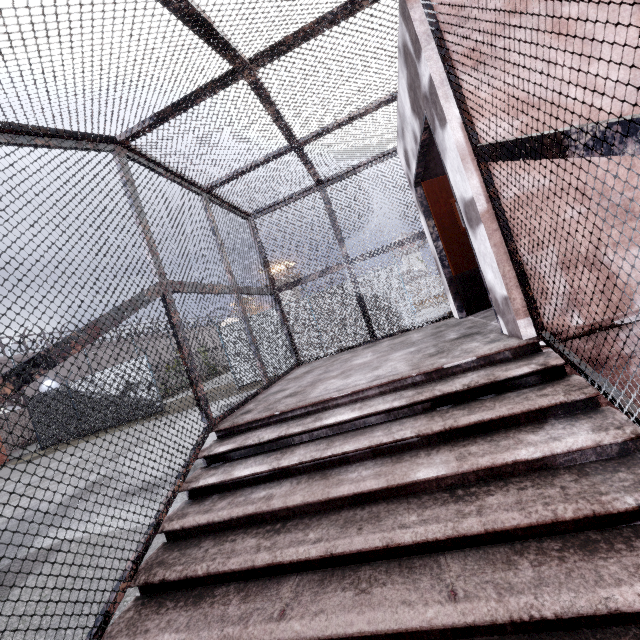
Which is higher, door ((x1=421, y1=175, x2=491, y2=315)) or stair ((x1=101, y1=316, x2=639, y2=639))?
door ((x1=421, y1=175, x2=491, y2=315))

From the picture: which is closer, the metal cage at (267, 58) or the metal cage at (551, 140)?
the metal cage at (551, 140)

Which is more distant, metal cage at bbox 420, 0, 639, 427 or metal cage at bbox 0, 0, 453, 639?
metal cage at bbox 0, 0, 453, 639

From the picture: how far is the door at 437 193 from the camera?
4.92m

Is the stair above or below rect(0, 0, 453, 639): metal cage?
below

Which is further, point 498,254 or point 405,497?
point 498,254

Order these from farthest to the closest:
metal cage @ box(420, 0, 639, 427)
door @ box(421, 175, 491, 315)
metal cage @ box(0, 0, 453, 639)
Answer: door @ box(421, 175, 491, 315) → metal cage @ box(0, 0, 453, 639) → metal cage @ box(420, 0, 639, 427)

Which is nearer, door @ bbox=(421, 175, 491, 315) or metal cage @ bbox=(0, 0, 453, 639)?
metal cage @ bbox=(0, 0, 453, 639)
